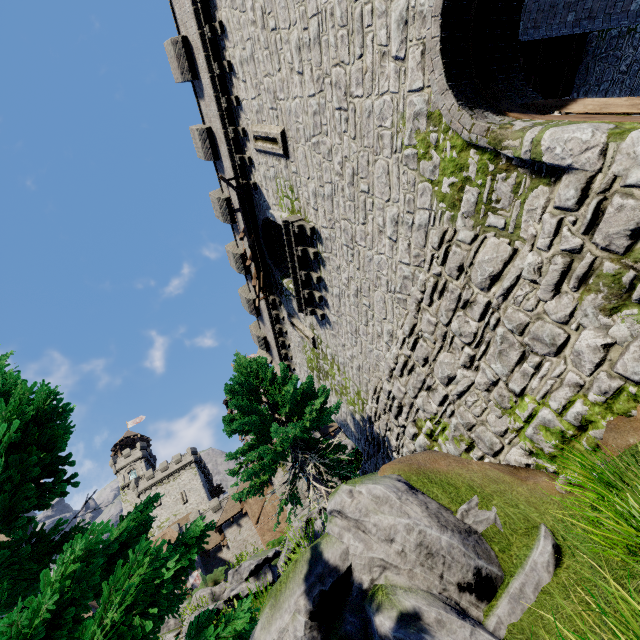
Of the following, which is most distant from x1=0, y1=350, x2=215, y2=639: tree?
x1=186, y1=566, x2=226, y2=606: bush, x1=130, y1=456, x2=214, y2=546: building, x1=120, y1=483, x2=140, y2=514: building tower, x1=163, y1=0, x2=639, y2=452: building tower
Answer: x1=120, y1=483, x2=140, y2=514: building tower

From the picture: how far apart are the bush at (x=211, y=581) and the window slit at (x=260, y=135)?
20.7 meters

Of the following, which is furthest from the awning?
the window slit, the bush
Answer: the bush

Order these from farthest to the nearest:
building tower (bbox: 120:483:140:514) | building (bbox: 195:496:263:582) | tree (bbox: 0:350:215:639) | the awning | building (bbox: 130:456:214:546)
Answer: building tower (bbox: 120:483:140:514) < building (bbox: 130:456:214:546) < building (bbox: 195:496:263:582) < the awning < tree (bbox: 0:350:215:639)

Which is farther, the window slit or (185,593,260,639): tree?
the window slit

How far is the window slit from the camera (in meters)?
10.15

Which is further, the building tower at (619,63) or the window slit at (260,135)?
the building tower at (619,63)

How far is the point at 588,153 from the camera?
4.0 meters
